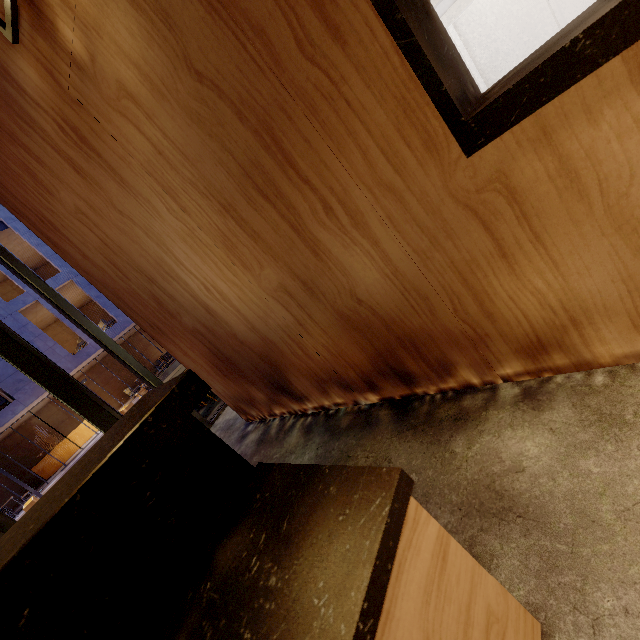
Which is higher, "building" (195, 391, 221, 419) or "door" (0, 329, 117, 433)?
"door" (0, 329, 117, 433)

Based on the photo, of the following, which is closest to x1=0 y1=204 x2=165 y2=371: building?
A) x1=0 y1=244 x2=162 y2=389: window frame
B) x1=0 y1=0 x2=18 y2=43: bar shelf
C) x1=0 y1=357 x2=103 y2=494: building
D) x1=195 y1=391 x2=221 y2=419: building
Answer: x1=0 y1=357 x2=103 y2=494: building

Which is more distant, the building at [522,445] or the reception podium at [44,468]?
the reception podium at [44,468]

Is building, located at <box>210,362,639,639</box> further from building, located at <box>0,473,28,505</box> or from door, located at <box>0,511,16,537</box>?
building, located at <box>0,473,28,505</box>

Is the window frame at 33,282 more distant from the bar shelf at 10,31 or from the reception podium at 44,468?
→ the reception podium at 44,468

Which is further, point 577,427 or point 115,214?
point 115,214

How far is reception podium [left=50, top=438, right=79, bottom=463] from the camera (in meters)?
19.78
